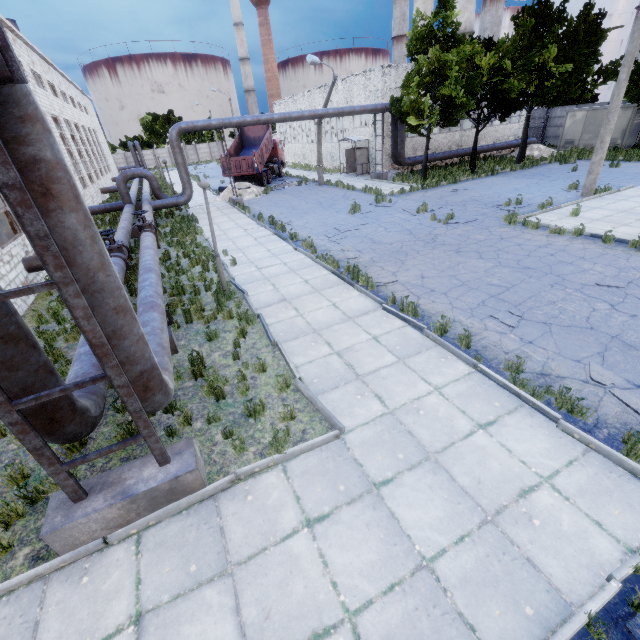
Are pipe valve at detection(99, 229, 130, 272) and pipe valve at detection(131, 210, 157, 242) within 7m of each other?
yes

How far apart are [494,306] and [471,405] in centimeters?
367cm

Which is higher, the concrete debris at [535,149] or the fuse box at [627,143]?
the fuse box at [627,143]

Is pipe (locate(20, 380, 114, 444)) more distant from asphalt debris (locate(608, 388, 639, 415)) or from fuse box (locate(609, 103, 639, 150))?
fuse box (locate(609, 103, 639, 150))

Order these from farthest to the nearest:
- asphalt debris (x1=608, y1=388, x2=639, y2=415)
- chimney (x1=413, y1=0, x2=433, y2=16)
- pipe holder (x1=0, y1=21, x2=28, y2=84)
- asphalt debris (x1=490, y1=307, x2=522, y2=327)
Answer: chimney (x1=413, y1=0, x2=433, y2=16), asphalt debris (x1=490, y1=307, x2=522, y2=327), asphalt debris (x1=608, y1=388, x2=639, y2=415), pipe holder (x1=0, y1=21, x2=28, y2=84)

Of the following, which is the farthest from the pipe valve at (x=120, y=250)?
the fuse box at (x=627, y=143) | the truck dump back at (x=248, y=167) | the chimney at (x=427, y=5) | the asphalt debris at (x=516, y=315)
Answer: the chimney at (x=427, y=5)

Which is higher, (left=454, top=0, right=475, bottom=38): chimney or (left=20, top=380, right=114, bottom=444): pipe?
(left=454, top=0, right=475, bottom=38): chimney

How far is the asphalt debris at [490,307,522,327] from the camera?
7.32m
